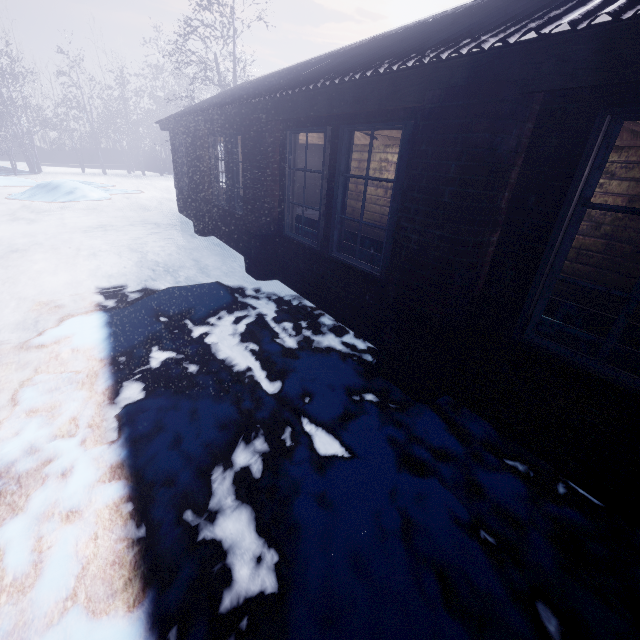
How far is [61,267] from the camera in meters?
4.9 m

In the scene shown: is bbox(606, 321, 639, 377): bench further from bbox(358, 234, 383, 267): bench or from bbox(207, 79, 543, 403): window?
bbox(358, 234, 383, 267): bench

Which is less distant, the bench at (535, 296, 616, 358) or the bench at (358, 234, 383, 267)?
the bench at (535, 296, 616, 358)

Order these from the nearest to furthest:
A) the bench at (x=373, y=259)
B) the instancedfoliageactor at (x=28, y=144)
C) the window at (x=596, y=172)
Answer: the window at (x=596, y=172)
the bench at (x=373, y=259)
the instancedfoliageactor at (x=28, y=144)

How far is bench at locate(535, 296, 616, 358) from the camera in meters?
1.9 m

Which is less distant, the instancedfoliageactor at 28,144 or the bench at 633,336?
the bench at 633,336

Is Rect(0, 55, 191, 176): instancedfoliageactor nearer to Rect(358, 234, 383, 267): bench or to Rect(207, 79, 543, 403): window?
Rect(207, 79, 543, 403): window

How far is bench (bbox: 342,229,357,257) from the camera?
3.63m
